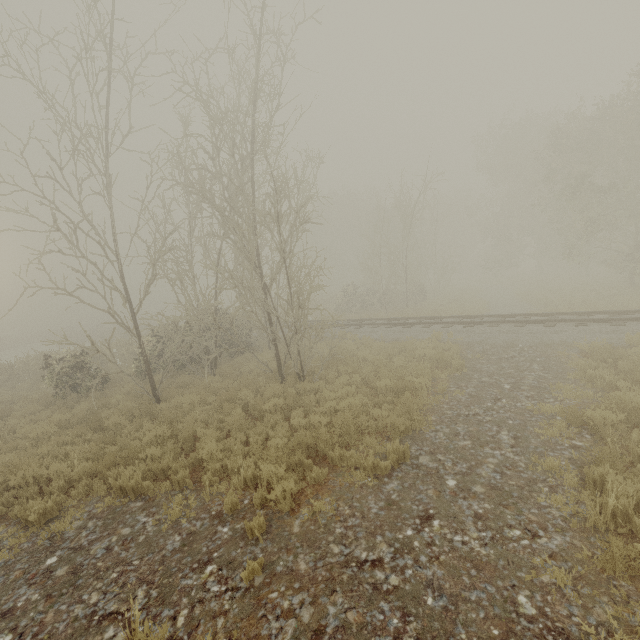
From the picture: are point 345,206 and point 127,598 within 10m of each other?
no

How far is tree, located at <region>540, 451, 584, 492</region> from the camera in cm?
535

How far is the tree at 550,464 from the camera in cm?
535
